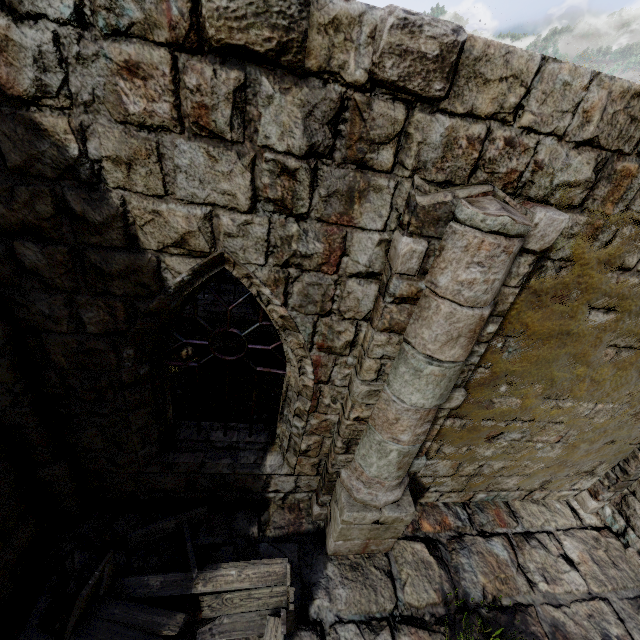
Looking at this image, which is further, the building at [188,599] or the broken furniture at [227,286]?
the broken furniture at [227,286]

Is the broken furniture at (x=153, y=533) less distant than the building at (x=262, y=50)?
No

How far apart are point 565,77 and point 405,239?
1.6m

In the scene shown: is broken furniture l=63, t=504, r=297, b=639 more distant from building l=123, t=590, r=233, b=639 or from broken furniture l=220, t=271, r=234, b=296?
broken furniture l=220, t=271, r=234, b=296

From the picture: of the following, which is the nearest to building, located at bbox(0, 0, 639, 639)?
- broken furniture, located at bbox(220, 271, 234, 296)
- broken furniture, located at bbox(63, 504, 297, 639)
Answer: broken furniture, located at bbox(63, 504, 297, 639)
